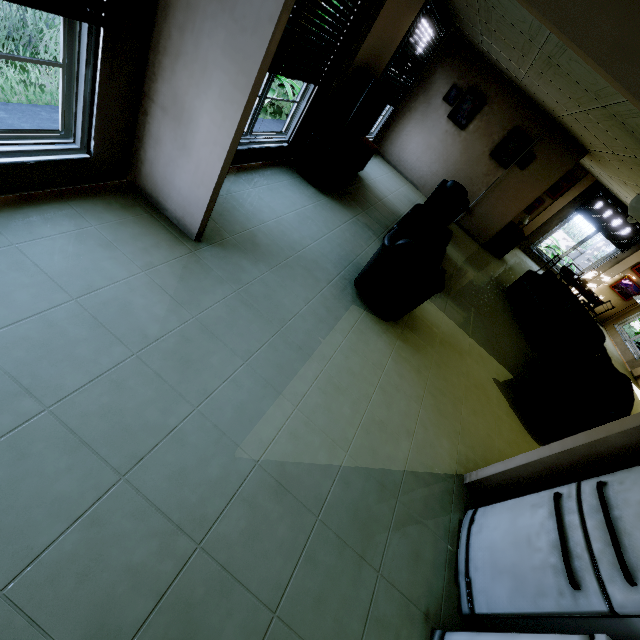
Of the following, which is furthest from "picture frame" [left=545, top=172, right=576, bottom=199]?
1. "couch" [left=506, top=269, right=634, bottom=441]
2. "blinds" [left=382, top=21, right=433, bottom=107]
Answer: "couch" [left=506, top=269, right=634, bottom=441]

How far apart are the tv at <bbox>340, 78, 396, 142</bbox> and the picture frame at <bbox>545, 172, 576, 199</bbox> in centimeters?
773cm

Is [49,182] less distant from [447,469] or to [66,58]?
[66,58]

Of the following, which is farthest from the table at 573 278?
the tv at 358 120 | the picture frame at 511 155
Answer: the tv at 358 120

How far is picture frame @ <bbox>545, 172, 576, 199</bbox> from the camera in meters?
10.1 m

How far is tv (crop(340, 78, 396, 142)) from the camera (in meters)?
4.58

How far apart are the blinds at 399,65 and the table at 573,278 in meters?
6.4 m

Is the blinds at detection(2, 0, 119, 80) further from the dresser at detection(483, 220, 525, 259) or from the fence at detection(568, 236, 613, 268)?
the fence at detection(568, 236, 613, 268)
